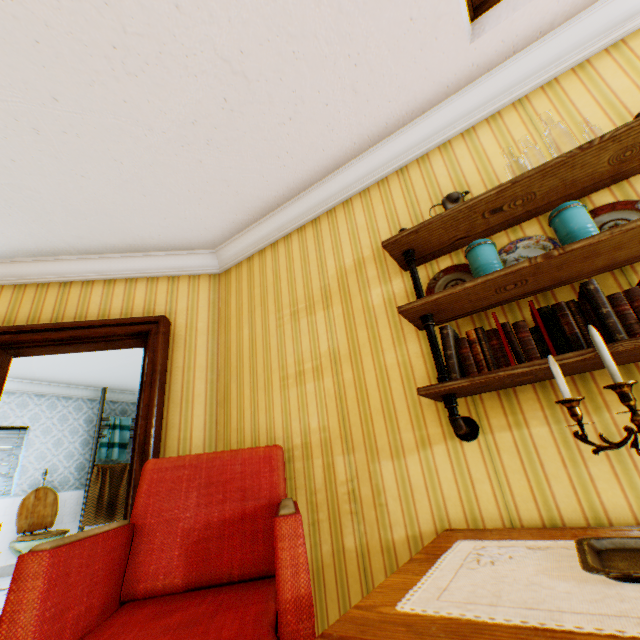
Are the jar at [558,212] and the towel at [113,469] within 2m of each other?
no

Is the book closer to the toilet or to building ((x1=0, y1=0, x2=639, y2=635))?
building ((x1=0, y1=0, x2=639, y2=635))

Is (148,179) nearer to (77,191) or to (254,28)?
(77,191)

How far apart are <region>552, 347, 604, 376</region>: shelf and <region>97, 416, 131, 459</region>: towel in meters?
7.5 m

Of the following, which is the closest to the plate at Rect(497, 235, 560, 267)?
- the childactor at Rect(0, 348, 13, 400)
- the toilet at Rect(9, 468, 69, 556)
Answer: the childactor at Rect(0, 348, 13, 400)

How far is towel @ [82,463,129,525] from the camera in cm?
626

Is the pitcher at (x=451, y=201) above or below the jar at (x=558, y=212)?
above

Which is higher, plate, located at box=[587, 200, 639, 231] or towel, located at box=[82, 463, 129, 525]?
plate, located at box=[587, 200, 639, 231]
